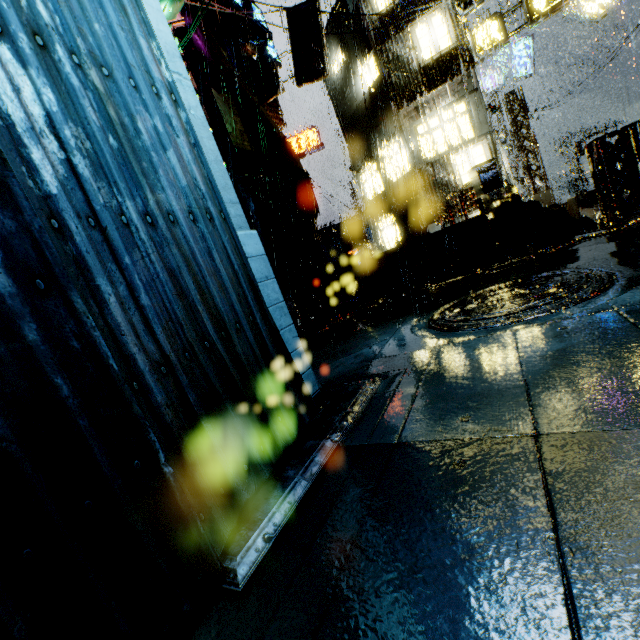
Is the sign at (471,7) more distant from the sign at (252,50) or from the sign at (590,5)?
the sign at (590,5)

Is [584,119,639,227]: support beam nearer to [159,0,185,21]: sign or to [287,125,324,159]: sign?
[159,0,185,21]: sign

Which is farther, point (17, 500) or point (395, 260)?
point (395, 260)

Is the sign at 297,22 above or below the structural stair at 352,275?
above

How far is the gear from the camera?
8.44m

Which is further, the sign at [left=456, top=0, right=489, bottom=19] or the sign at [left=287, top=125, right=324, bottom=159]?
the sign at [left=287, top=125, right=324, bottom=159]

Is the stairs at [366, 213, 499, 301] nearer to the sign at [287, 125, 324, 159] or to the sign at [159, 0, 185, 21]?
the sign at [159, 0, 185, 21]

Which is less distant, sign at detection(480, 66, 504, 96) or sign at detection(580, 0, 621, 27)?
sign at detection(580, 0, 621, 27)
